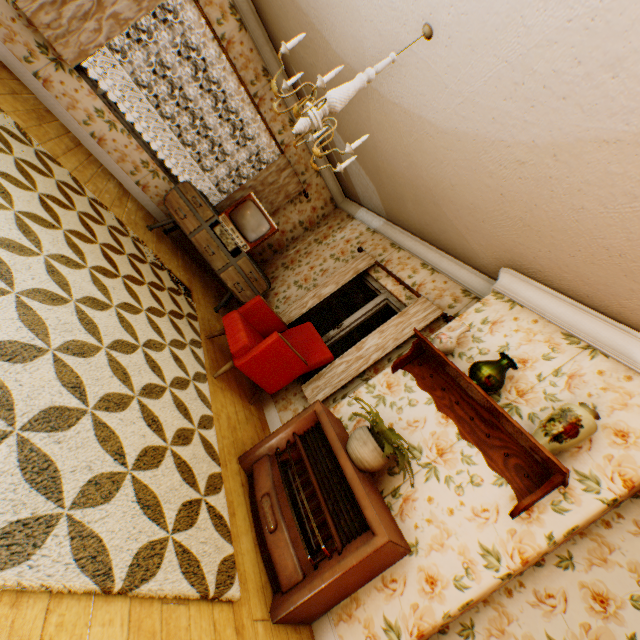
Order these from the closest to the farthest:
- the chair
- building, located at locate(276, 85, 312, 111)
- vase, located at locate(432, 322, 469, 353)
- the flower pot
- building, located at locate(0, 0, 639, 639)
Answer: building, located at locate(0, 0, 639, 639)
the flower pot
vase, located at locate(432, 322, 469, 353)
the chair
building, located at locate(276, 85, 312, 111)

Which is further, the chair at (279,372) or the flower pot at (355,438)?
the chair at (279,372)

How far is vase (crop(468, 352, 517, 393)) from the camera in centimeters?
252cm

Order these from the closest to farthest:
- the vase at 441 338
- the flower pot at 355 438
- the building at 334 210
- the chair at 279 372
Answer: the building at 334 210, the flower pot at 355 438, the vase at 441 338, the chair at 279 372

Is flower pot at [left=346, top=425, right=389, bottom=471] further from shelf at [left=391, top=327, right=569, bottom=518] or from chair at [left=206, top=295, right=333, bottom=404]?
chair at [left=206, top=295, right=333, bottom=404]

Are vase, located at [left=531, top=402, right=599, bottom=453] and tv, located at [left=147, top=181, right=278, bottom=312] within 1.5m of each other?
no

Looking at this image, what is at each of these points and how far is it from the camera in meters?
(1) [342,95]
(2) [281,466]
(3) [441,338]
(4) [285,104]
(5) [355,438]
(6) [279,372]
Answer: (1) ceiling light, 2.3 m
(2) heater, 2.8 m
(3) vase, 3.0 m
(4) building, 5.4 m
(5) flower pot, 2.5 m
(6) chair, 3.7 m

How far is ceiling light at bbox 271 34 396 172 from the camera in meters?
2.0
